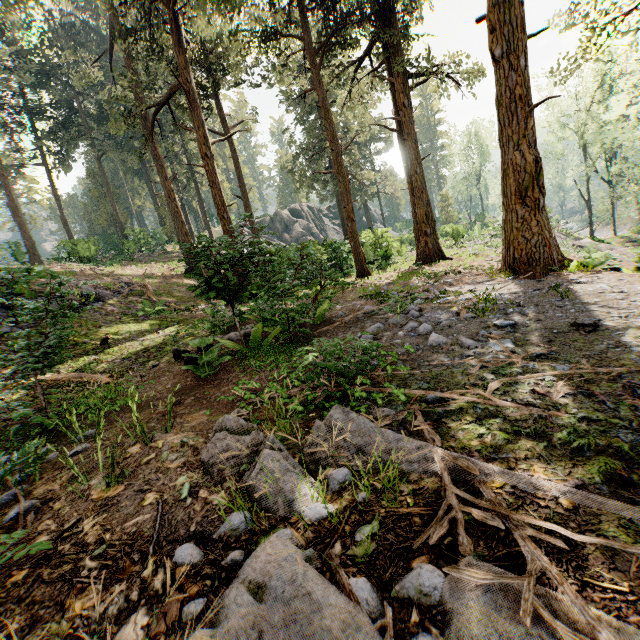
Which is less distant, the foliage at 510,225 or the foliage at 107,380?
the foliage at 107,380

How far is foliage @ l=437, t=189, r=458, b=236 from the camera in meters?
48.3

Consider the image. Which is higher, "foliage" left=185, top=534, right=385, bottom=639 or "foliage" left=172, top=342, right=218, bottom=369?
"foliage" left=172, top=342, right=218, bottom=369

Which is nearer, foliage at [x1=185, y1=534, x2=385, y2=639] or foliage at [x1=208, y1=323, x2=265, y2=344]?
foliage at [x1=185, y1=534, x2=385, y2=639]

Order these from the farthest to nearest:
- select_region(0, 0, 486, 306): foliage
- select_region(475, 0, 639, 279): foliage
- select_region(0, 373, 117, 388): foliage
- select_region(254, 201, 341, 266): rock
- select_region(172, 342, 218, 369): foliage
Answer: select_region(0, 0, 486, 306): foliage → select_region(475, 0, 639, 279): foliage → select_region(254, 201, 341, 266): rock → select_region(172, 342, 218, 369): foliage → select_region(0, 373, 117, 388): foliage

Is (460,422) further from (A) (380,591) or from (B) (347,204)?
(B) (347,204)

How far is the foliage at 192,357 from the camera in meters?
5.7
